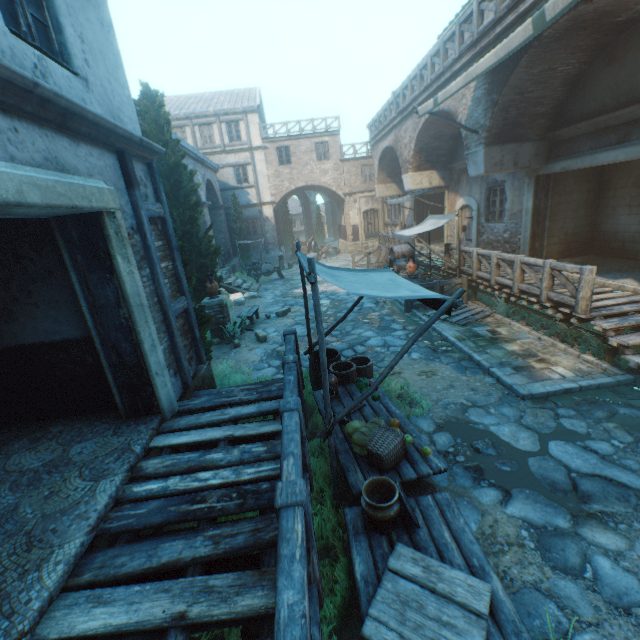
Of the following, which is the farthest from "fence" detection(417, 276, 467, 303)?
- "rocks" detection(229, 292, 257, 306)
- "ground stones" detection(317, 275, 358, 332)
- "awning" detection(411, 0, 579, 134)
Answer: "rocks" detection(229, 292, 257, 306)

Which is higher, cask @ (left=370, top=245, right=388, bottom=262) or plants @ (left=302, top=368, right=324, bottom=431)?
cask @ (left=370, top=245, right=388, bottom=262)

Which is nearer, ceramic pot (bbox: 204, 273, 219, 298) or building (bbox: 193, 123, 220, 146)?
ceramic pot (bbox: 204, 273, 219, 298)

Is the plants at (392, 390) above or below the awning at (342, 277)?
below

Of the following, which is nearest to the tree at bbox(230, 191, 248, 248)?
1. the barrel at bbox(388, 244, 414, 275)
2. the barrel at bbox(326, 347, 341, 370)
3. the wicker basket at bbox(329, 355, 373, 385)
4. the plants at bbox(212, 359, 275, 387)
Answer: the plants at bbox(212, 359, 275, 387)

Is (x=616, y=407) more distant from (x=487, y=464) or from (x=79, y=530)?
(x=79, y=530)

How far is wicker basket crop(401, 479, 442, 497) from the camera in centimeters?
380cm

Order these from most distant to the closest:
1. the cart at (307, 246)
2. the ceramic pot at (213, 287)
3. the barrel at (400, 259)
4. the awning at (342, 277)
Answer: the cart at (307, 246)
the barrel at (400, 259)
the ceramic pot at (213, 287)
the awning at (342, 277)
